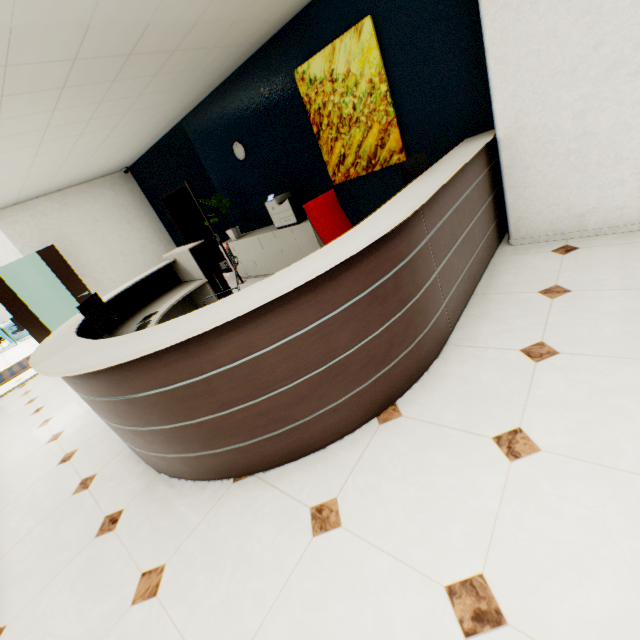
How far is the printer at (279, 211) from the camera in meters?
4.9 m

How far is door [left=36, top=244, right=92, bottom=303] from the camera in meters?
6.2

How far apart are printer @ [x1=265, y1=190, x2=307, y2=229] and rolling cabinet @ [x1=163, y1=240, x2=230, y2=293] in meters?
1.2

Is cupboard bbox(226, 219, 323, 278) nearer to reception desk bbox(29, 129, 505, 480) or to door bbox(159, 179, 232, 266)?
door bbox(159, 179, 232, 266)

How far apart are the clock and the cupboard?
1.27m

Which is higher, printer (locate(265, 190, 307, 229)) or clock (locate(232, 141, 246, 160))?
clock (locate(232, 141, 246, 160))

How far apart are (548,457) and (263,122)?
5.28m

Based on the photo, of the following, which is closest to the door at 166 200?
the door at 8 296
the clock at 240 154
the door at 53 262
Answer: the clock at 240 154
